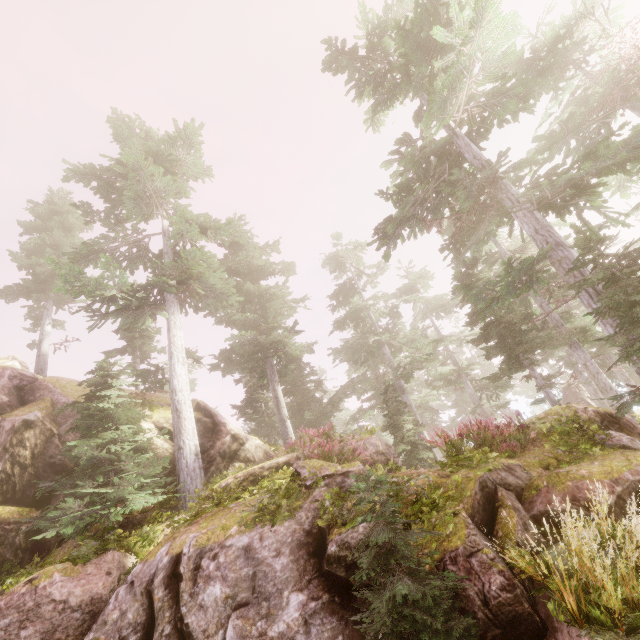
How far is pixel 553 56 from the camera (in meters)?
18.42

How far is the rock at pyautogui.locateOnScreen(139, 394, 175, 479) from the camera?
13.7 meters

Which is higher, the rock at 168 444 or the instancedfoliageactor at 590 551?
the rock at 168 444

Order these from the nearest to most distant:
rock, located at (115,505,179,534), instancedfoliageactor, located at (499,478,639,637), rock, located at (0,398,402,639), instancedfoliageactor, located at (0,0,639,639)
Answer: instancedfoliageactor, located at (499,478,639,637) → rock, located at (0,398,402,639) → instancedfoliageactor, located at (0,0,639,639) → rock, located at (115,505,179,534)

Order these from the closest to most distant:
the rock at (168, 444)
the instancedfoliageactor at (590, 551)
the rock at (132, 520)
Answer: the instancedfoliageactor at (590, 551), the rock at (132, 520), the rock at (168, 444)

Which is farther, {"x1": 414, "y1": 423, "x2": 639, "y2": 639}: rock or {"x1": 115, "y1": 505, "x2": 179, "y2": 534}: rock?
{"x1": 115, "y1": 505, "x2": 179, "y2": 534}: rock
